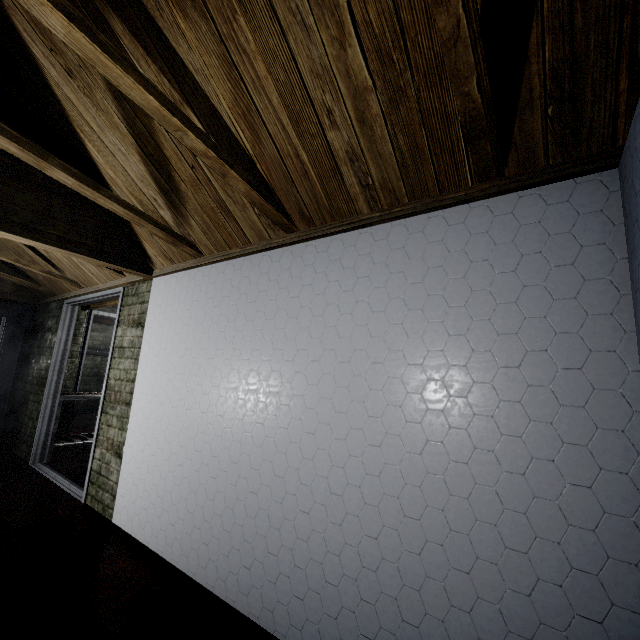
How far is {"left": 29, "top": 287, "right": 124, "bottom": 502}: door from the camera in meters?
3.0 m

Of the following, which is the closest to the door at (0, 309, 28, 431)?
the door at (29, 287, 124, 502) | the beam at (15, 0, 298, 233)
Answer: the door at (29, 287, 124, 502)

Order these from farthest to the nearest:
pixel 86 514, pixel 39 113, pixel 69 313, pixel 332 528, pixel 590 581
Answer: pixel 69 313 < pixel 86 514 < pixel 39 113 < pixel 332 528 < pixel 590 581

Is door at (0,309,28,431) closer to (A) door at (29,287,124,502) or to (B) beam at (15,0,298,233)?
(A) door at (29,287,124,502)

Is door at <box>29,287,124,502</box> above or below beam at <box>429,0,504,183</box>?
below

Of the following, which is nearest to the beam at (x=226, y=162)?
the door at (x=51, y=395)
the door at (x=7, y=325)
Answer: the door at (x=51, y=395)

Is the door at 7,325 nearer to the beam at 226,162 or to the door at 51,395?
the door at 51,395
